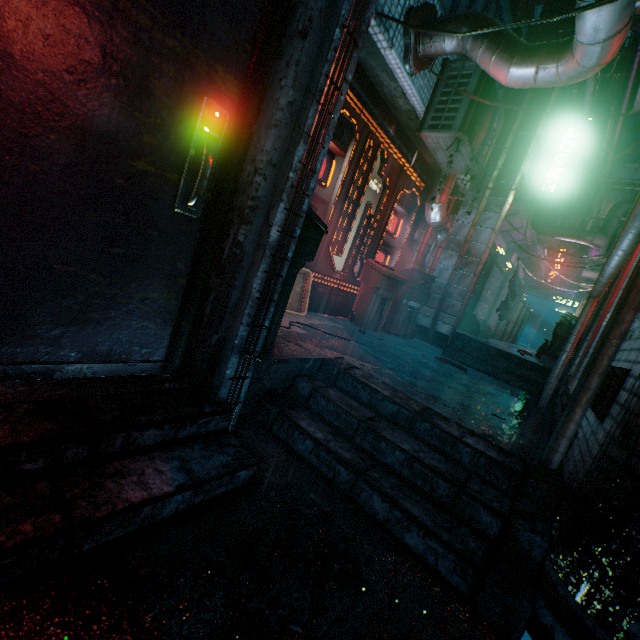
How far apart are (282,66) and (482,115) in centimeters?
371cm

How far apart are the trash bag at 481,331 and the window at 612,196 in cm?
1515

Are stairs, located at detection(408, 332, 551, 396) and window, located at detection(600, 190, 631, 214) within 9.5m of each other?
no

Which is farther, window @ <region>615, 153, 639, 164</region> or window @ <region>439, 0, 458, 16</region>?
window @ <region>615, 153, 639, 164</region>

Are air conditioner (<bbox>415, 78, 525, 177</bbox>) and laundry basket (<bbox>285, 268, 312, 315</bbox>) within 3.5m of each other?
yes

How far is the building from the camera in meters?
1.5 m

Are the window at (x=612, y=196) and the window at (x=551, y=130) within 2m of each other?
no

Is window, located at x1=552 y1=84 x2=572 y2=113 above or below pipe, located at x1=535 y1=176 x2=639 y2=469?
above
